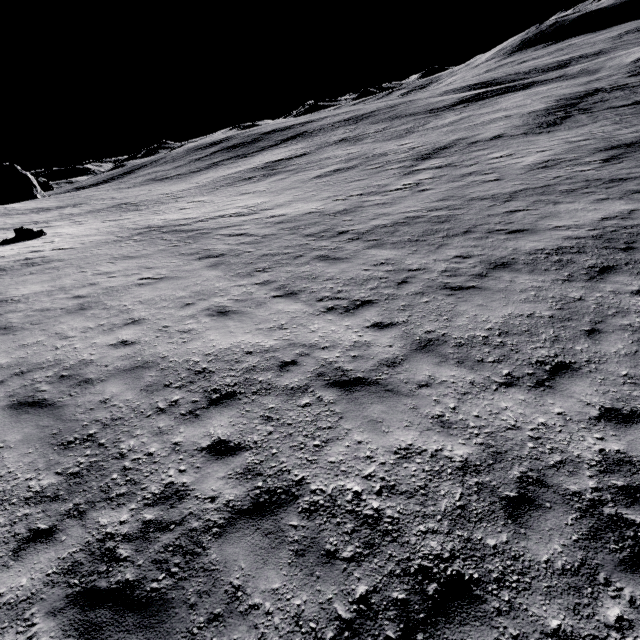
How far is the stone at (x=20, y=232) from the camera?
20.64m

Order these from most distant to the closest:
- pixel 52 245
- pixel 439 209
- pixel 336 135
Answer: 1. pixel 336 135
2. pixel 52 245
3. pixel 439 209

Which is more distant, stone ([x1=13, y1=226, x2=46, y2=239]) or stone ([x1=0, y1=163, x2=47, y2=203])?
stone ([x1=0, y1=163, x2=47, y2=203])

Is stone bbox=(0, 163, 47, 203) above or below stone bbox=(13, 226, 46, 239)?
above

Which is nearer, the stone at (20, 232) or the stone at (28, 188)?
the stone at (20, 232)

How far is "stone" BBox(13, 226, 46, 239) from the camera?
20.6m
